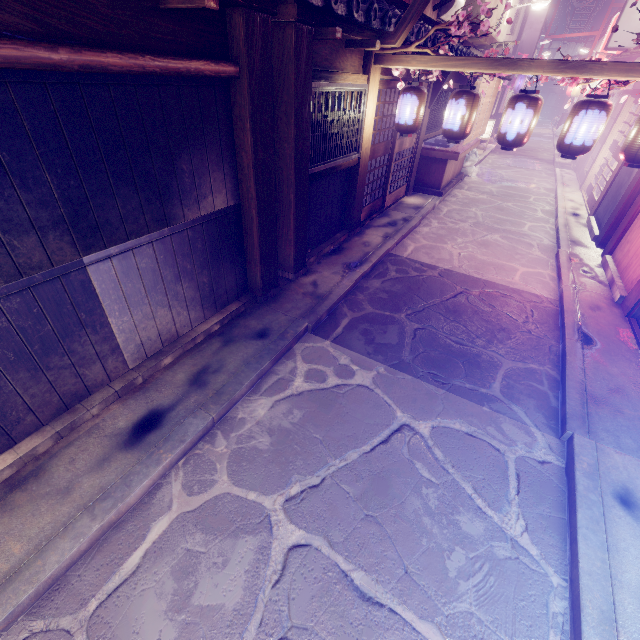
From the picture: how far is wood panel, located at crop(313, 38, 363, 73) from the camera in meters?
7.8 m

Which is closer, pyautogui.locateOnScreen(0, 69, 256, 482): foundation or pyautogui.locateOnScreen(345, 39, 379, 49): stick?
pyautogui.locateOnScreen(0, 69, 256, 482): foundation

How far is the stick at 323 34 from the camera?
6.8m

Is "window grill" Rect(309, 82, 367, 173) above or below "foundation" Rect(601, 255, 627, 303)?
above

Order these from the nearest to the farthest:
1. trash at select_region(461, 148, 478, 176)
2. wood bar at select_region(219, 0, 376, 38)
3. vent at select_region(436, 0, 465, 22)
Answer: wood bar at select_region(219, 0, 376, 38) → vent at select_region(436, 0, 465, 22) → trash at select_region(461, 148, 478, 176)

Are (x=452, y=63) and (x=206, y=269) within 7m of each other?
no

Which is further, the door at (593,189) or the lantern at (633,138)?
the door at (593,189)

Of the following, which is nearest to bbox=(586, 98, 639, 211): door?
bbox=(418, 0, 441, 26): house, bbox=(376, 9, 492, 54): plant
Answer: bbox=(376, 9, 492, 54): plant
